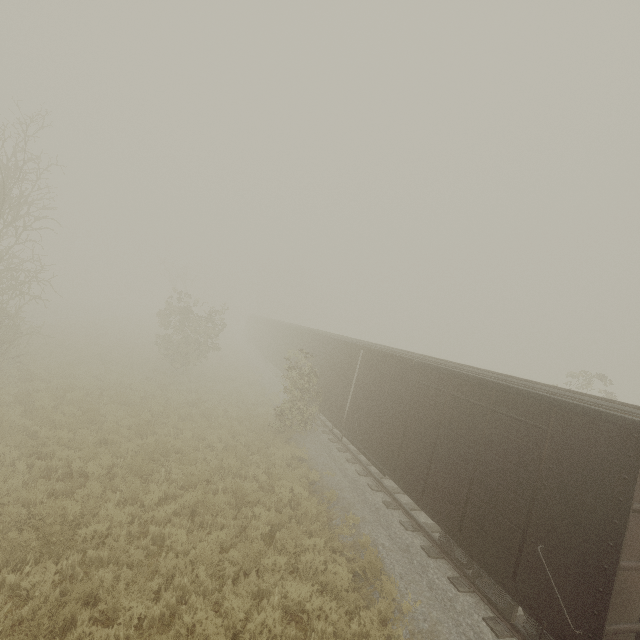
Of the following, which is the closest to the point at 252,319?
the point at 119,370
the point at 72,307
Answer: the point at 72,307
